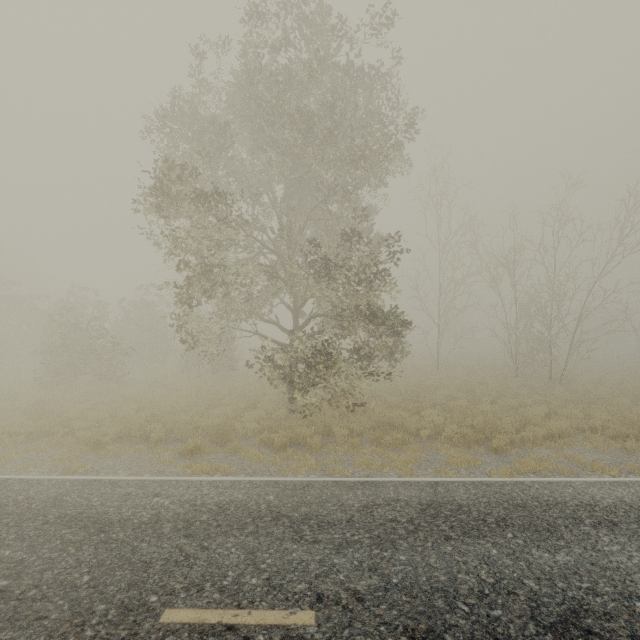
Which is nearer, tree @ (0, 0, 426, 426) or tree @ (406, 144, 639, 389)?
tree @ (0, 0, 426, 426)

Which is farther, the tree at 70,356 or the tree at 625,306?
the tree at 625,306

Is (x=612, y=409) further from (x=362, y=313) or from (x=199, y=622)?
(x=199, y=622)
